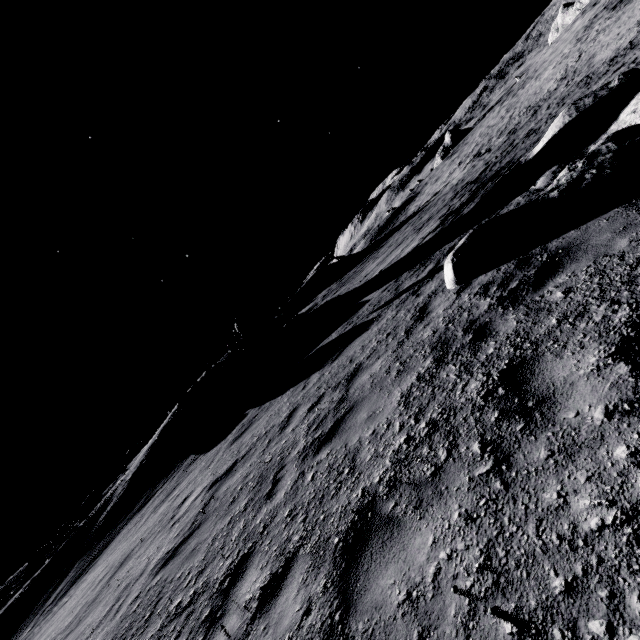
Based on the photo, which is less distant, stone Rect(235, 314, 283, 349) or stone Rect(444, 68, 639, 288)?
stone Rect(444, 68, 639, 288)

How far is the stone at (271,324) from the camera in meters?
24.8

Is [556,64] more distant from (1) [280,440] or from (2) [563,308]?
(1) [280,440]

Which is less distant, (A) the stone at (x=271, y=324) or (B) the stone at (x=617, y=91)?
(B) the stone at (x=617, y=91)

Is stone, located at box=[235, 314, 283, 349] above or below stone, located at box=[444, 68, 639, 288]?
above

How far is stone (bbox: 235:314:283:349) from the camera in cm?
2476
